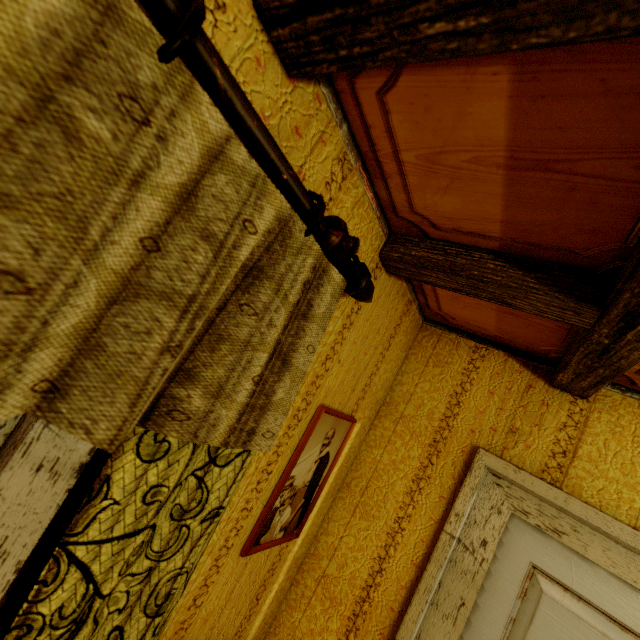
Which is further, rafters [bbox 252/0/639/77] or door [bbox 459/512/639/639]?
door [bbox 459/512/639/639]

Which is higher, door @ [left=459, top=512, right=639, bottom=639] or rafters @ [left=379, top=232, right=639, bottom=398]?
rafters @ [left=379, top=232, right=639, bottom=398]

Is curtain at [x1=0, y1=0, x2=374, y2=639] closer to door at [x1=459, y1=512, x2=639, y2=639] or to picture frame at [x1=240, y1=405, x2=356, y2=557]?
picture frame at [x1=240, y1=405, x2=356, y2=557]

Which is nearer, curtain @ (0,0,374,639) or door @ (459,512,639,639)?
curtain @ (0,0,374,639)

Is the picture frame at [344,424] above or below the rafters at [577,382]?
below

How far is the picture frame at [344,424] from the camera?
1.3 meters

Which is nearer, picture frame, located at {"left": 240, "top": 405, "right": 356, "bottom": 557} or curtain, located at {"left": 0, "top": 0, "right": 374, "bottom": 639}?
curtain, located at {"left": 0, "top": 0, "right": 374, "bottom": 639}

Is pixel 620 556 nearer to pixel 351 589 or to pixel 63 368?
pixel 351 589
